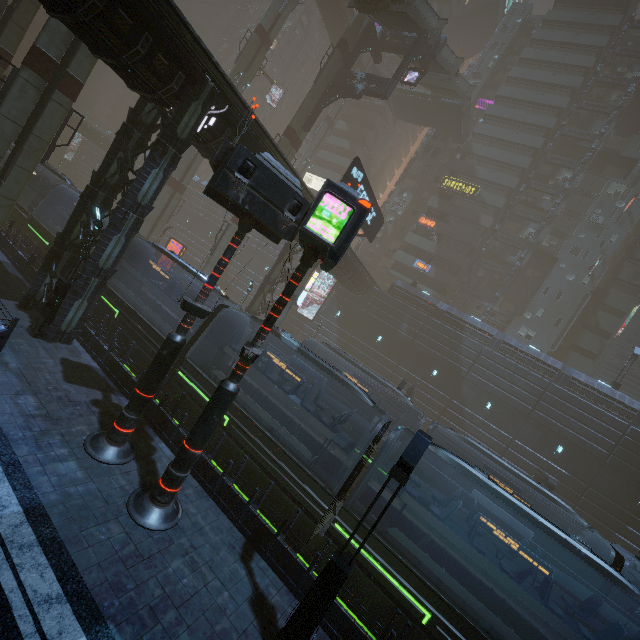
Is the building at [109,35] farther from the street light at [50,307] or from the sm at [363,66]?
the sm at [363,66]

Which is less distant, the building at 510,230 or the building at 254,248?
the building at 254,248

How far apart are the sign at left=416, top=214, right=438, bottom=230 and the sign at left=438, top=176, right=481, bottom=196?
4.3m

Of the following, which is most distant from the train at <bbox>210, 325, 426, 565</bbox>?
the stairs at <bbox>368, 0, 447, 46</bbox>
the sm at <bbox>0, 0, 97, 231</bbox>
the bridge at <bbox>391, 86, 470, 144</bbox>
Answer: the bridge at <bbox>391, 86, 470, 144</bbox>

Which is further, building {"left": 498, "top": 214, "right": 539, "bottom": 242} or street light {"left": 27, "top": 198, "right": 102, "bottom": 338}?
building {"left": 498, "top": 214, "right": 539, "bottom": 242}

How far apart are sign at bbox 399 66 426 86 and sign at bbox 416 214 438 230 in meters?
20.2

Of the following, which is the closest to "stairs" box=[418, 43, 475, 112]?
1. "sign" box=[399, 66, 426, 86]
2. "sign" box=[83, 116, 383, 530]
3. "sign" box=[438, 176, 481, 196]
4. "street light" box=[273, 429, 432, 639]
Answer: "sign" box=[399, 66, 426, 86]

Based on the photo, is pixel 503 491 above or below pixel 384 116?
below
